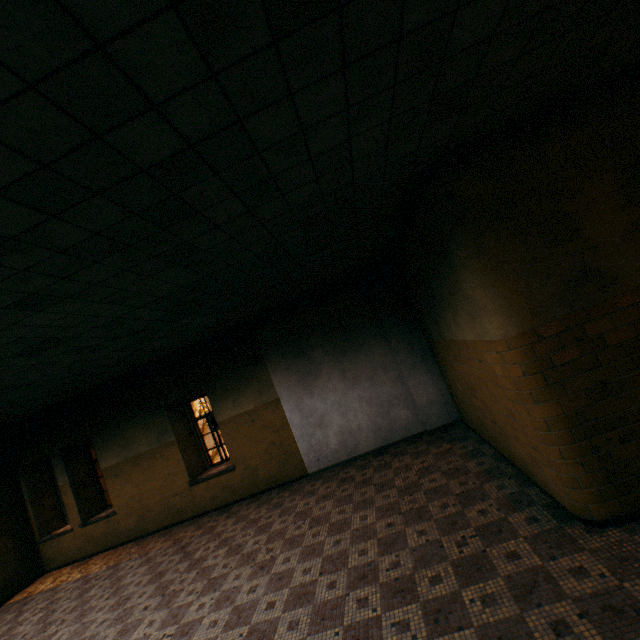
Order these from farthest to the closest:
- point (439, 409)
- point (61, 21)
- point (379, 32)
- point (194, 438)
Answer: point (194, 438)
point (439, 409)
point (379, 32)
point (61, 21)
